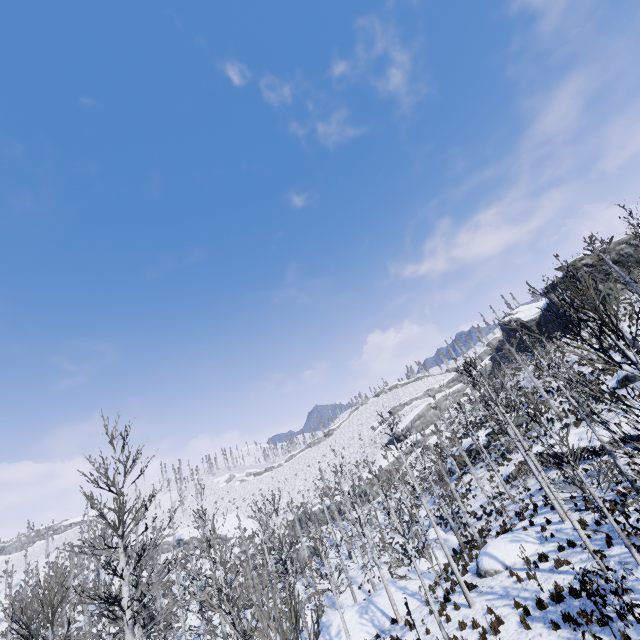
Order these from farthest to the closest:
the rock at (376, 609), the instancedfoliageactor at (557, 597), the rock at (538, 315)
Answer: the rock at (538, 315) < the rock at (376, 609) < the instancedfoliageactor at (557, 597)

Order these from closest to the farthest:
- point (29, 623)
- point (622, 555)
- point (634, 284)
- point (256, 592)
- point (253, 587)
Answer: point (256, 592) < point (29, 623) < point (622, 555) < point (634, 284) < point (253, 587)

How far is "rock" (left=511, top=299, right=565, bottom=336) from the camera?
46.6 meters

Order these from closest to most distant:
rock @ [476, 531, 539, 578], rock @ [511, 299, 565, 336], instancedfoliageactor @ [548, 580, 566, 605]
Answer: instancedfoliageactor @ [548, 580, 566, 605]
rock @ [476, 531, 539, 578]
rock @ [511, 299, 565, 336]

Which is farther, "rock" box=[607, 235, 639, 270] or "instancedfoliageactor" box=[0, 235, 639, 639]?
"rock" box=[607, 235, 639, 270]

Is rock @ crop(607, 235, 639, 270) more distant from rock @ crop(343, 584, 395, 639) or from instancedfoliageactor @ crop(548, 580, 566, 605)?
rock @ crop(343, 584, 395, 639)

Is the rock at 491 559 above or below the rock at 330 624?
above

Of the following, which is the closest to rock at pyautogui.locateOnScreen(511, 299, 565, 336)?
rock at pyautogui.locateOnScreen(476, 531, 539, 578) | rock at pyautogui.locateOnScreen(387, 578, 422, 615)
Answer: rock at pyautogui.locateOnScreen(387, 578, 422, 615)
